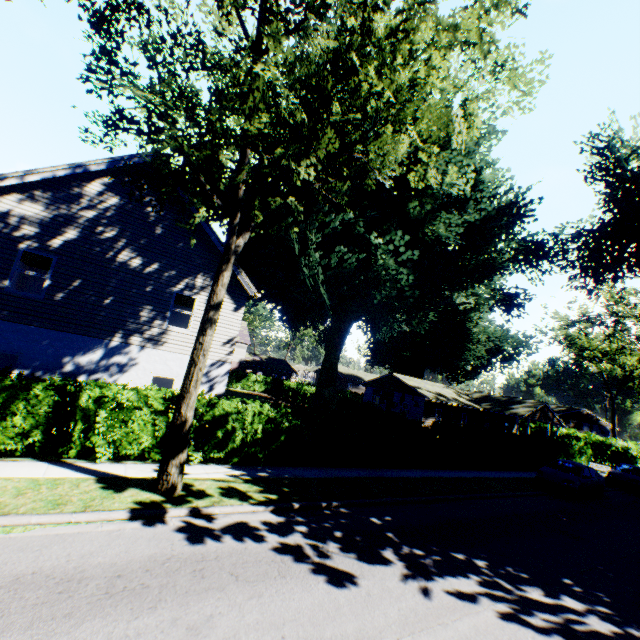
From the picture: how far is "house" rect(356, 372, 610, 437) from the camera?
36.56m

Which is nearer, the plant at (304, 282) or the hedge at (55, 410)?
the plant at (304, 282)

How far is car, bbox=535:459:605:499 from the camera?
16.83m

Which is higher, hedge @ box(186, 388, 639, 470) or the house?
the house

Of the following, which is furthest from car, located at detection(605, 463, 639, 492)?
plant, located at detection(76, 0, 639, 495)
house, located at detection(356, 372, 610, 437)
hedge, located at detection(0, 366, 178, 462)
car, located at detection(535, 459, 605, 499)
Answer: house, located at detection(356, 372, 610, 437)

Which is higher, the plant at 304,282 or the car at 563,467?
the plant at 304,282

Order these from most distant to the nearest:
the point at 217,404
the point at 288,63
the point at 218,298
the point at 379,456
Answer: the point at 379,456 < the point at 217,404 < the point at 218,298 < the point at 288,63

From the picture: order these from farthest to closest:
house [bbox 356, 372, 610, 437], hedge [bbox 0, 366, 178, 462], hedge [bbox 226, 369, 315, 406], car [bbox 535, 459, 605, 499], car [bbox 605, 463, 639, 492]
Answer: hedge [bbox 226, 369, 315, 406], house [bbox 356, 372, 610, 437], car [bbox 605, 463, 639, 492], car [bbox 535, 459, 605, 499], hedge [bbox 0, 366, 178, 462]
